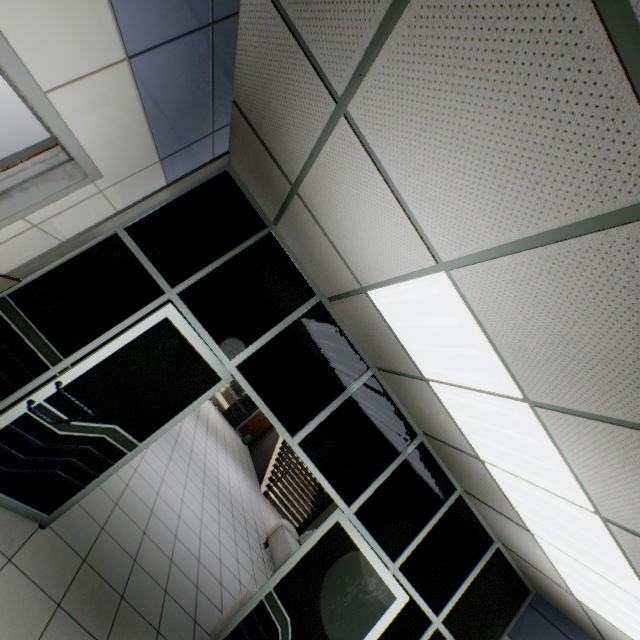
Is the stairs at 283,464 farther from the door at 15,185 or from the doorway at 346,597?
the door at 15,185

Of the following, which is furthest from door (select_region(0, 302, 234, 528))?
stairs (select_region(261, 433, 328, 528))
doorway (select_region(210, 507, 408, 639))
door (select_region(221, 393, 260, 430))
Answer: door (select_region(221, 393, 260, 430))

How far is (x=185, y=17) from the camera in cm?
161

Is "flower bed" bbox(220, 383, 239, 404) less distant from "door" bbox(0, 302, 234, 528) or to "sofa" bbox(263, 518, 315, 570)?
"sofa" bbox(263, 518, 315, 570)

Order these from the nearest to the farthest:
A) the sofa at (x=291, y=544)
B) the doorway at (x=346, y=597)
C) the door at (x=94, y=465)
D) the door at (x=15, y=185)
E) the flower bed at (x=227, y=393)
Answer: the door at (x=15, y=185) < the door at (x=94, y=465) < the doorway at (x=346, y=597) < the sofa at (x=291, y=544) < the flower bed at (x=227, y=393)

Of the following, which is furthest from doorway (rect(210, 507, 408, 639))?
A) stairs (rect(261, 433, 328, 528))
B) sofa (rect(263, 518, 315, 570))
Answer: stairs (rect(261, 433, 328, 528))

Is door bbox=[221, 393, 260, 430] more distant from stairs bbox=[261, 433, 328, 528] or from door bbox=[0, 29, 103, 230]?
door bbox=[0, 29, 103, 230]

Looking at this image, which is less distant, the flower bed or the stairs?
the stairs
